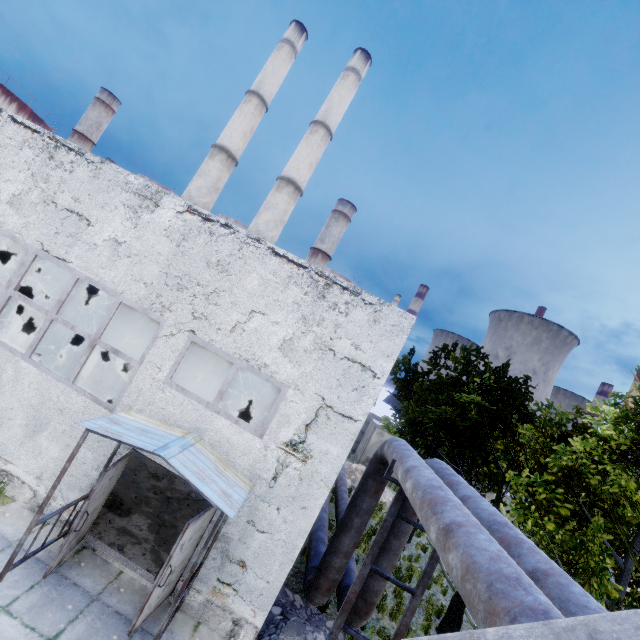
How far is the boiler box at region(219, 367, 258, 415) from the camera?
16.0 meters

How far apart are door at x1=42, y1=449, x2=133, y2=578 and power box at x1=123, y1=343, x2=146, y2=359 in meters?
8.2 m

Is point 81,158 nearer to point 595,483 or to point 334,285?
point 334,285

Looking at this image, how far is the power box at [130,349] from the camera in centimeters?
1434cm

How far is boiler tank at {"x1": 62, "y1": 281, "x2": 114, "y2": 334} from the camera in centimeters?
1452cm

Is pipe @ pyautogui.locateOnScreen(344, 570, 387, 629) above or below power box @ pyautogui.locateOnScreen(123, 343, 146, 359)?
below

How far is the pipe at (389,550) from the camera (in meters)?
7.20
